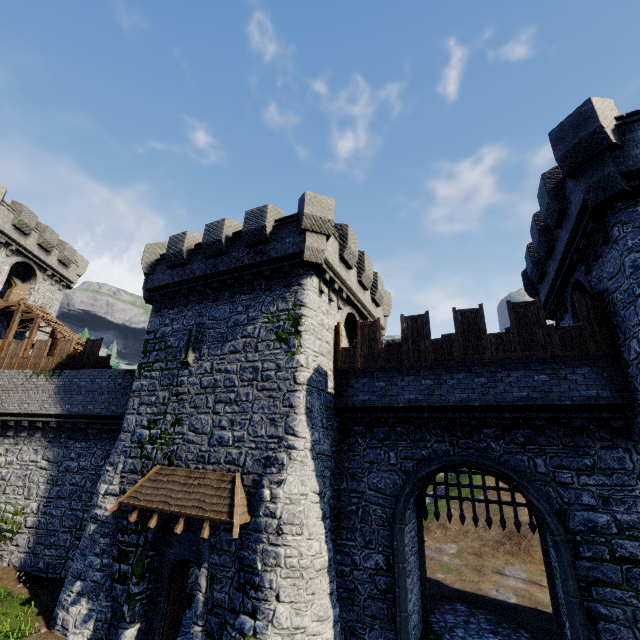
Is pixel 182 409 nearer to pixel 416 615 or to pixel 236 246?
pixel 236 246

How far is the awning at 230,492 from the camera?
10.5 meters

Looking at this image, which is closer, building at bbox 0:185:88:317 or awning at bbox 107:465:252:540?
awning at bbox 107:465:252:540

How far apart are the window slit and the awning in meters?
4.1 m

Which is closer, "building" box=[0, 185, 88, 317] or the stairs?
the stairs

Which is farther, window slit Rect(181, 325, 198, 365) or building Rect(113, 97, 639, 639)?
window slit Rect(181, 325, 198, 365)

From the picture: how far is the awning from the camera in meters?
10.5 m

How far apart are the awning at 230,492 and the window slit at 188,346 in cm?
408
